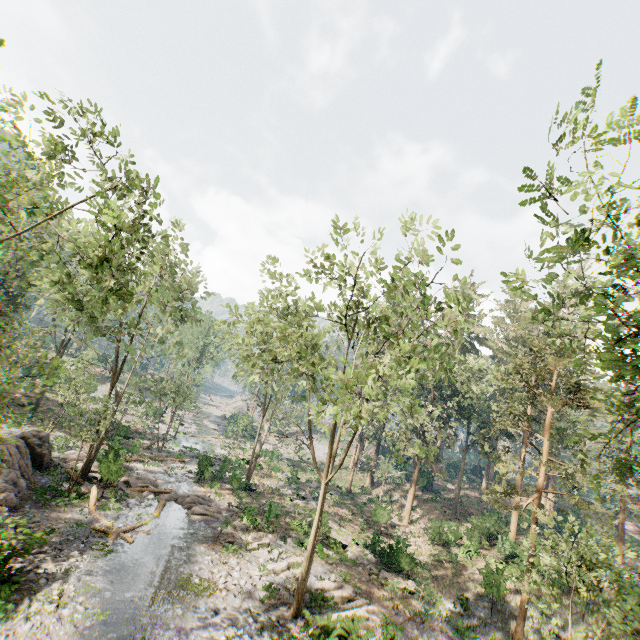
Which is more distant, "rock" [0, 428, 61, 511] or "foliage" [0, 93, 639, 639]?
"rock" [0, 428, 61, 511]

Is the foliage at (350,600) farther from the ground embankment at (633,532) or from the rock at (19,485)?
the ground embankment at (633,532)

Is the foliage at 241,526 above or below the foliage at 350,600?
below

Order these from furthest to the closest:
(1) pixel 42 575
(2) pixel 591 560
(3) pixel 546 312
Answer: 1. (1) pixel 42 575
2. (2) pixel 591 560
3. (3) pixel 546 312

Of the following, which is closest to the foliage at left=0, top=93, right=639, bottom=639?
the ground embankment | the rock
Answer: the rock

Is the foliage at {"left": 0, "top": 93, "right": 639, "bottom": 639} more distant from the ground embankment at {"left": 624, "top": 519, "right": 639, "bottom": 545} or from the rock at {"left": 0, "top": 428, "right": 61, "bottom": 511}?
the ground embankment at {"left": 624, "top": 519, "right": 639, "bottom": 545}

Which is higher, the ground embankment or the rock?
the ground embankment

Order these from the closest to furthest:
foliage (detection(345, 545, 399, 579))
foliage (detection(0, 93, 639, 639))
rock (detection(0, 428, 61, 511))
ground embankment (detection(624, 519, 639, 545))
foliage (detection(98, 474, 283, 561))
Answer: foliage (detection(0, 93, 639, 639)) < rock (detection(0, 428, 61, 511)) < foliage (detection(98, 474, 283, 561)) < foliage (detection(345, 545, 399, 579)) < ground embankment (detection(624, 519, 639, 545))
